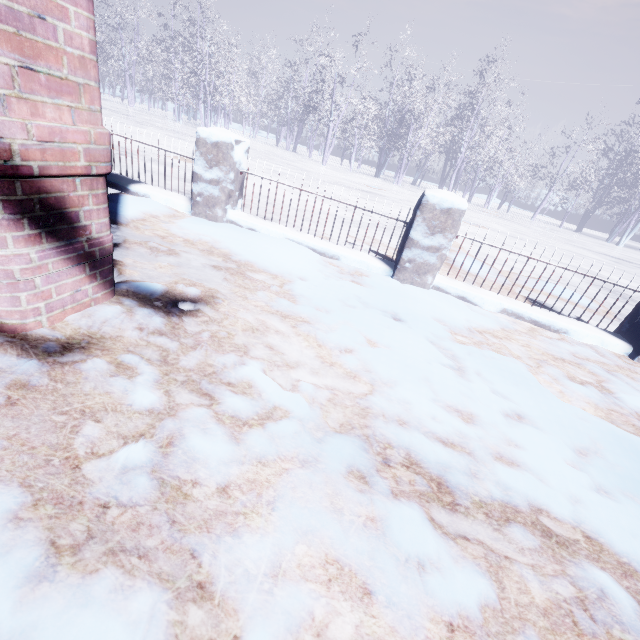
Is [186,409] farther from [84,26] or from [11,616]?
[84,26]
